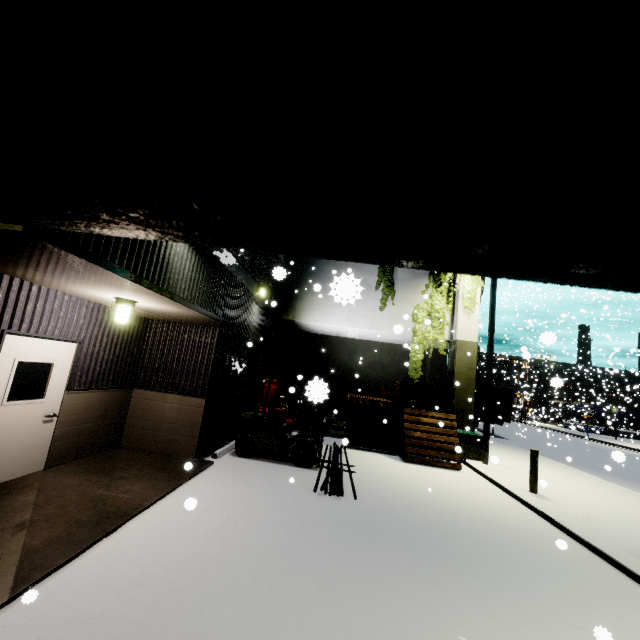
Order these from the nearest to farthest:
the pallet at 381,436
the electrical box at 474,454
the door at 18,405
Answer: the door at 18,405 < the pallet at 381,436 < the electrical box at 474,454

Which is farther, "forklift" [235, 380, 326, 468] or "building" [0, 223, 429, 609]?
"forklift" [235, 380, 326, 468]

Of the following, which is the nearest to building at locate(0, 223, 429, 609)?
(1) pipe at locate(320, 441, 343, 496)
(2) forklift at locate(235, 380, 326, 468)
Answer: (2) forklift at locate(235, 380, 326, 468)

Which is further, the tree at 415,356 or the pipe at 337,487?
the tree at 415,356

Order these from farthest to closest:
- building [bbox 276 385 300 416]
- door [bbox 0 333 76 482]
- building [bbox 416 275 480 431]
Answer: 1. building [bbox 276 385 300 416]
2. building [bbox 416 275 480 431]
3. door [bbox 0 333 76 482]

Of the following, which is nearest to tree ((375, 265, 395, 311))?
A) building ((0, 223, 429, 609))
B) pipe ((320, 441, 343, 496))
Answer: building ((0, 223, 429, 609))

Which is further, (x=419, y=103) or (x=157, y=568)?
(x=157, y=568)

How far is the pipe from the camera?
7.0m
